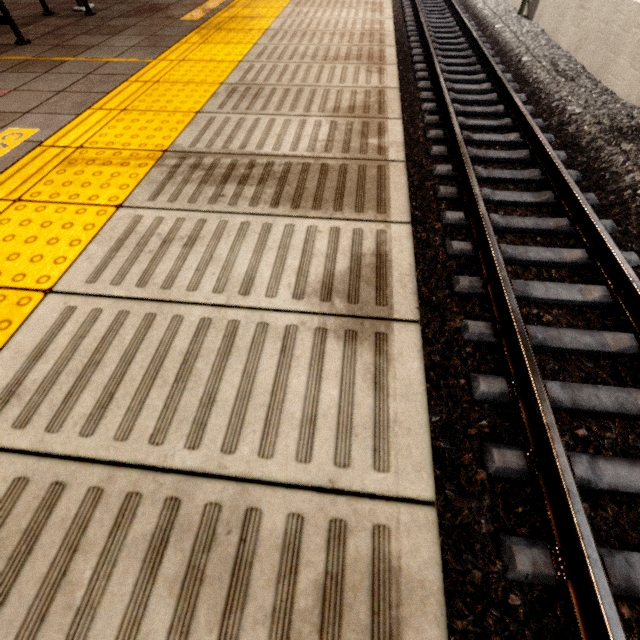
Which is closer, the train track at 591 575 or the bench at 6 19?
the train track at 591 575

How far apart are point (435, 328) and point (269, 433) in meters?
2.1 m

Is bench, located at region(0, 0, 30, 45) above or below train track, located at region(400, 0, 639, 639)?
above

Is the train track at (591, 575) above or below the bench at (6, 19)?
below

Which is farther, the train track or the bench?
the bench
